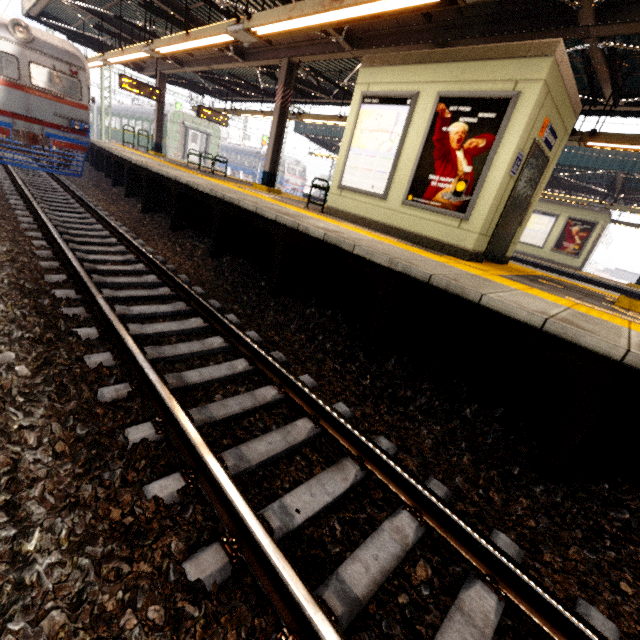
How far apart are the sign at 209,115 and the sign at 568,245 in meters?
17.5

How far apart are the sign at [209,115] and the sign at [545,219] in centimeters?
1627cm

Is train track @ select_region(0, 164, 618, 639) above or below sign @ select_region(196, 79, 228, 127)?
below

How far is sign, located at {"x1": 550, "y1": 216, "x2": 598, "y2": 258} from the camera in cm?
1555

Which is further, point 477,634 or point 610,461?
point 610,461

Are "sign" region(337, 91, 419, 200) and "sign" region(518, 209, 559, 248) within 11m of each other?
no

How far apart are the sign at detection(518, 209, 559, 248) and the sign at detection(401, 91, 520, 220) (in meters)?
15.00

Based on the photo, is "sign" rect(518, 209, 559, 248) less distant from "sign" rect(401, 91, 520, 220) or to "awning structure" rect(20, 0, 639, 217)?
"awning structure" rect(20, 0, 639, 217)
